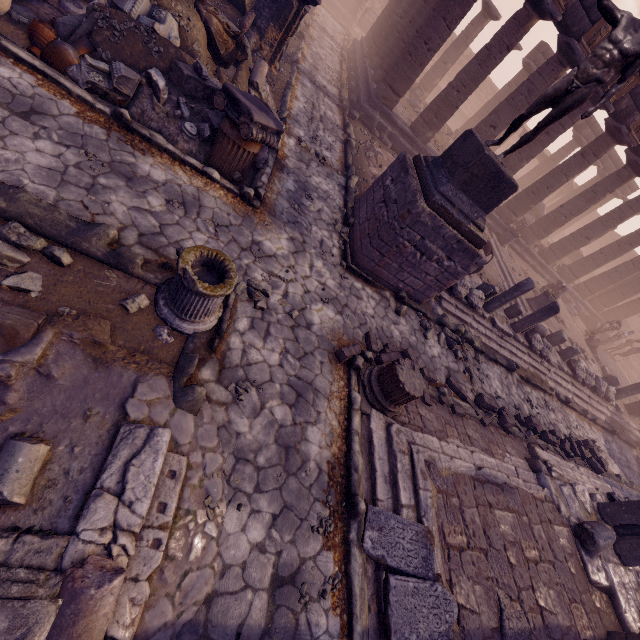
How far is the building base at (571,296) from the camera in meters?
20.4 m

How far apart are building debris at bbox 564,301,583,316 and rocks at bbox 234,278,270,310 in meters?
21.5 m

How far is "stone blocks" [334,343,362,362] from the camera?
5.4m

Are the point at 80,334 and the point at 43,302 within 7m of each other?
yes

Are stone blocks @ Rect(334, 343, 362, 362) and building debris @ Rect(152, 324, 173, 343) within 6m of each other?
yes

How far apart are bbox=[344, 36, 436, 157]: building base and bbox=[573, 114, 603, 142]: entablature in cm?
529

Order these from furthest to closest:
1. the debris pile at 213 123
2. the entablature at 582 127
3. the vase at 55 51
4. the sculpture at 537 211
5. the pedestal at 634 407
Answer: the entablature at 582 127
the sculpture at 537 211
the pedestal at 634 407
the debris pile at 213 123
the vase at 55 51

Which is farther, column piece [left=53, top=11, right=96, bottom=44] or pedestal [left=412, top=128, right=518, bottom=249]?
pedestal [left=412, top=128, right=518, bottom=249]
